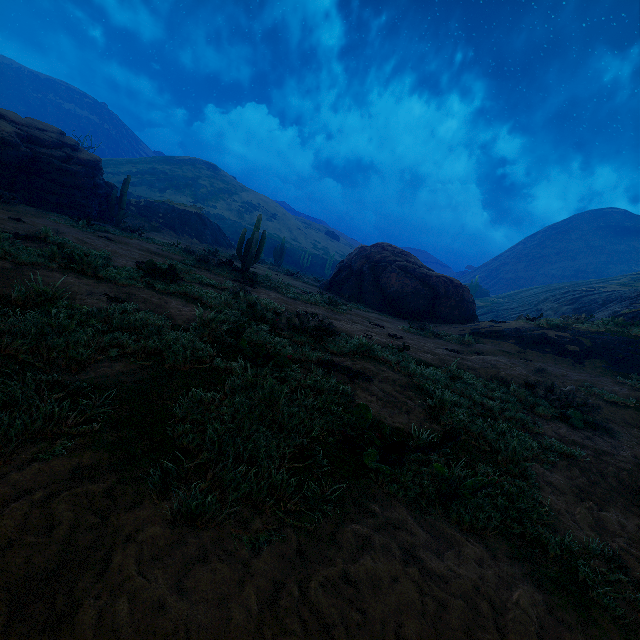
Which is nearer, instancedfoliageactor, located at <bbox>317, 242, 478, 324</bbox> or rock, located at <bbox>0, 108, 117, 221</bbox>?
rock, located at <bbox>0, 108, 117, 221</bbox>

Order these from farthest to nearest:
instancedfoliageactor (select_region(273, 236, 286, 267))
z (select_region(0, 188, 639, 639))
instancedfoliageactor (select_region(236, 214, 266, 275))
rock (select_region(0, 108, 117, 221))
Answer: instancedfoliageactor (select_region(273, 236, 286, 267))
rock (select_region(0, 108, 117, 221))
instancedfoliageactor (select_region(236, 214, 266, 275))
z (select_region(0, 188, 639, 639))

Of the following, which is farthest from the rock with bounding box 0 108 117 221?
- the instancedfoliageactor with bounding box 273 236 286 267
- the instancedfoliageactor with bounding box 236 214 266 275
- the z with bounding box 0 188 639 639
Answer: the instancedfoliageactor with bounding box 273 236 286 267

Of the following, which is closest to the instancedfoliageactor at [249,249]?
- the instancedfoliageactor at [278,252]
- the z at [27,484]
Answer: the z at [27,484]

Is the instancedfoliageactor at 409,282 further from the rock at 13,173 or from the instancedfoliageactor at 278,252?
the instancedfoliageactor at 278,252

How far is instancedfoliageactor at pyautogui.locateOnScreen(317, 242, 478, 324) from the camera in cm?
1888

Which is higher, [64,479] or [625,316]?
[625,316]
